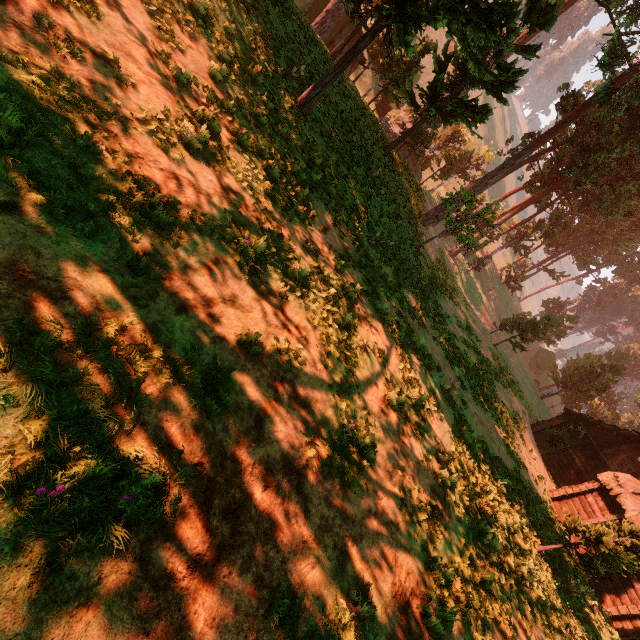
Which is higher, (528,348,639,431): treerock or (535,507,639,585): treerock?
(528,348,639,431): treerock

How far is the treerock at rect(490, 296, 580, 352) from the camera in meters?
31.4 m

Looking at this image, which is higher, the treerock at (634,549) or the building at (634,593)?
the treerock at (634,549)

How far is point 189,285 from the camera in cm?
542

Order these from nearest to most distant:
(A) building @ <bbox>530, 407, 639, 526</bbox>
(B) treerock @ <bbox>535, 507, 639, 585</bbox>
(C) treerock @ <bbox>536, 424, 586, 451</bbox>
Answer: (B) treerock @ <bbox>535, 507, 639, 585</bbox> < (A) building @ <bbox>530, 407, 639, 526</bbox> < (C) treerock @ <bbox>536, 424, 586, 451</bbox>

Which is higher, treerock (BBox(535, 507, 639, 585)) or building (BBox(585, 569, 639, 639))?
treerock (BBox(535, 507, 639, 585))

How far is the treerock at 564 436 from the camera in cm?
2374
